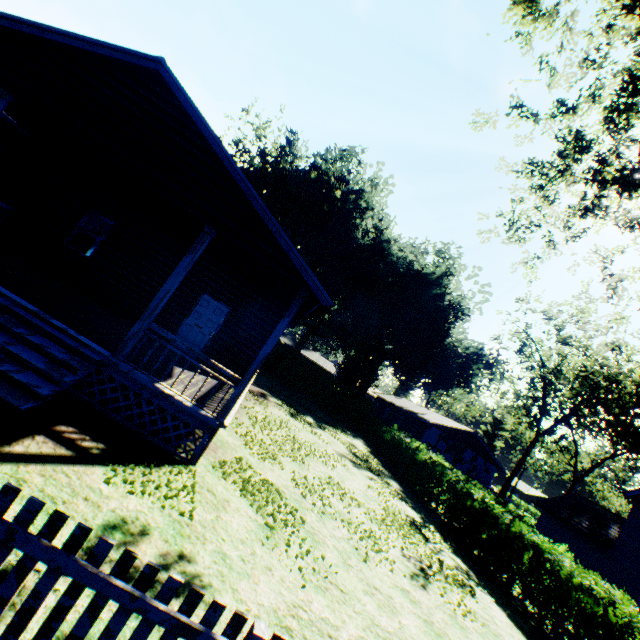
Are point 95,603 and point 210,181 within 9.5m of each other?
yes

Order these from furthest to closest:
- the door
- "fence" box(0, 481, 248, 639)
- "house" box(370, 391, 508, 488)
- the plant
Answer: "house" box(370, 391, 508, 488), the plant, the door, "fence" box(0, 481, 248, 639)

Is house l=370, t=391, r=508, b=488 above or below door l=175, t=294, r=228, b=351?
above

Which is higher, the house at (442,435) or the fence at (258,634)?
the house at (442,435)

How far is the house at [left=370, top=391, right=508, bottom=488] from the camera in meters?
38.1 m

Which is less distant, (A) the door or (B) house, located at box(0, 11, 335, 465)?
(B) house, located at box(0, 11, 335, 465)

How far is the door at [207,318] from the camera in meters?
11.6 m

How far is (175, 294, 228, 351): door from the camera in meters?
11.6 m
